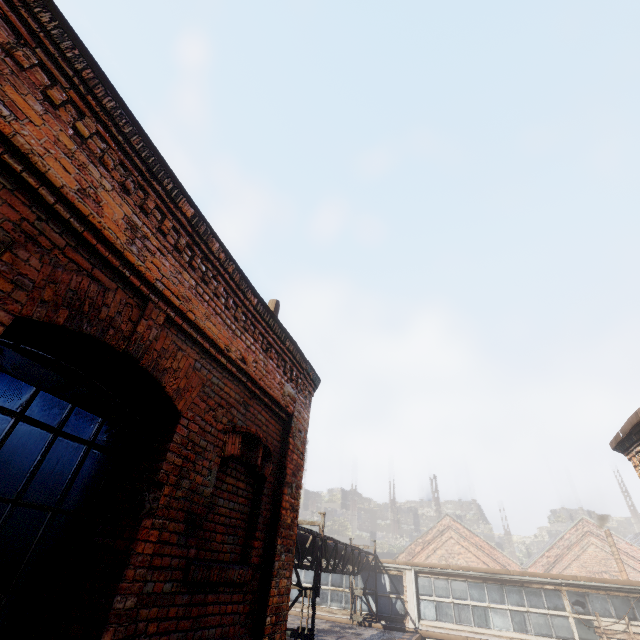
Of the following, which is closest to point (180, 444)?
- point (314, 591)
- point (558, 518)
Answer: point (314, 591)
